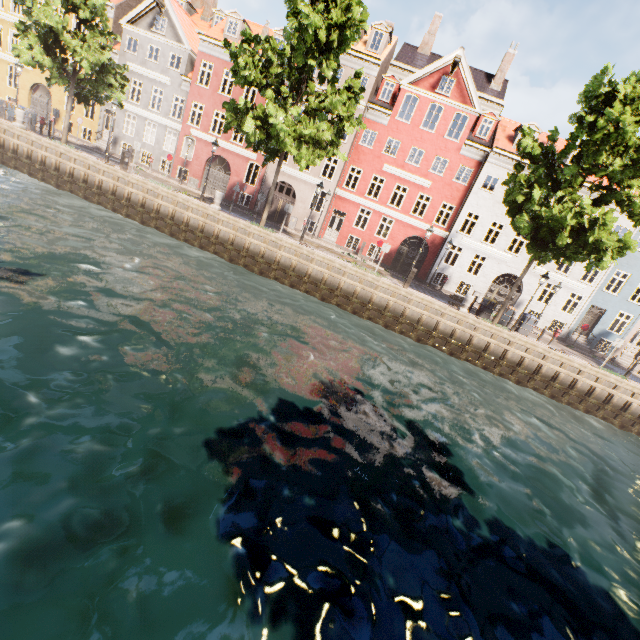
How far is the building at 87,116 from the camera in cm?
2831

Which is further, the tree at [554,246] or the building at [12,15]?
the building at [12,15]

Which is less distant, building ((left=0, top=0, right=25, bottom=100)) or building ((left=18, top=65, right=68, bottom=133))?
building ((left=0, top=0, right=25, bottom=100))

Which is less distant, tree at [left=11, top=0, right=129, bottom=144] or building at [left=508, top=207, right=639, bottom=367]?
tree at [left=11, top=0, right=129, bottom=144]

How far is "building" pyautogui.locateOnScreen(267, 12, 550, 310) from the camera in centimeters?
2392cm

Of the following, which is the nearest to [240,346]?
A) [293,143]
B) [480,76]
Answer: [293,143]
